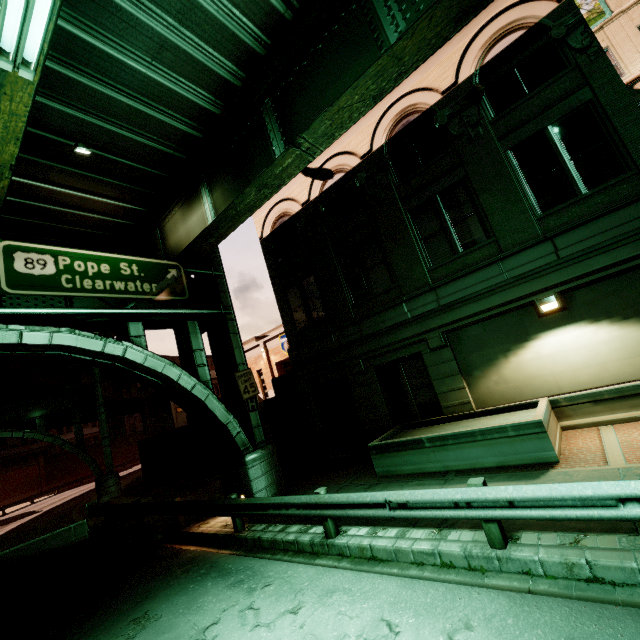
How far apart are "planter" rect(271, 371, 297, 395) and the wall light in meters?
11.1 m

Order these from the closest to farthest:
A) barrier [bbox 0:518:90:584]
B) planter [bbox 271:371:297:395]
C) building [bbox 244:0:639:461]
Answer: building [bbox 244:0:639:461] → barrier [bbox 0:518:90:584] → planter [bbox 271:371:297:395]

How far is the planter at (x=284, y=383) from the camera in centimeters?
1723cm

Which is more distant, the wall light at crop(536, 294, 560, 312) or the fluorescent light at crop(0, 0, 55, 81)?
the wall light at crop(536, 294, 560, 312)

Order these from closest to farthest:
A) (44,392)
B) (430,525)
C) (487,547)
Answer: (487,547), (430,525), (44,392)

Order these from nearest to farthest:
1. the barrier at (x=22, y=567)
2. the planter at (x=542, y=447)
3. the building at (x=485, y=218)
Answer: the planter at (x=542, y=447) < the building at (x=485, y=218) < the barrier at (x=22, y=567)

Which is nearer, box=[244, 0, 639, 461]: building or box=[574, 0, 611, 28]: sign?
box=[244, 0, 639, 461]: building

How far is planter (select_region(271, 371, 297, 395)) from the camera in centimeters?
1723cm
